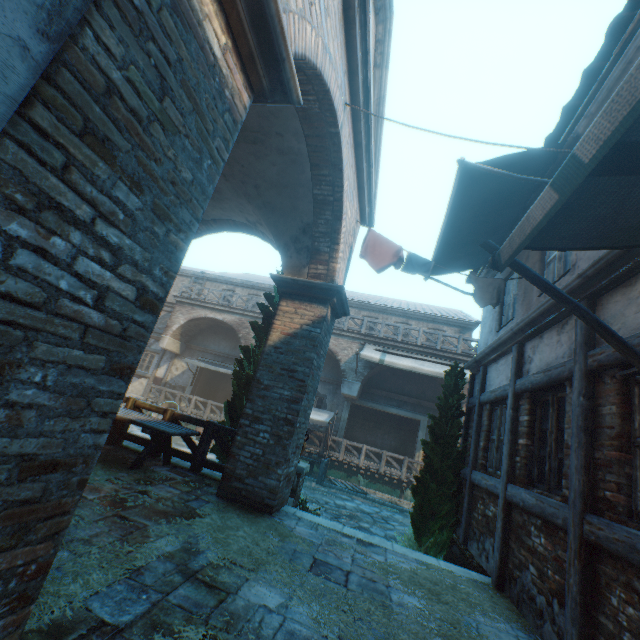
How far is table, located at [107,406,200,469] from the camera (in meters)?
5.58

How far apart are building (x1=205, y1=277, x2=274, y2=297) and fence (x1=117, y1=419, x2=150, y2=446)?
14.0m

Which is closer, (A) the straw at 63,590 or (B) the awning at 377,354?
(A) the straw at 63,590

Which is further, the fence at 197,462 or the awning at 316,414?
the awning at 316,414

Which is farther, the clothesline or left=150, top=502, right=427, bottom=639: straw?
the clothesline

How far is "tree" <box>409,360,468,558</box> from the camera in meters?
7.0 m

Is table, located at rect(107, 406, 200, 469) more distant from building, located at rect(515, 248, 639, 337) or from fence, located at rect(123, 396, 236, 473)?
building, located at rect(515, 248, 639, 337)

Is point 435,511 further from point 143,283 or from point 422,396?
point 422,396
